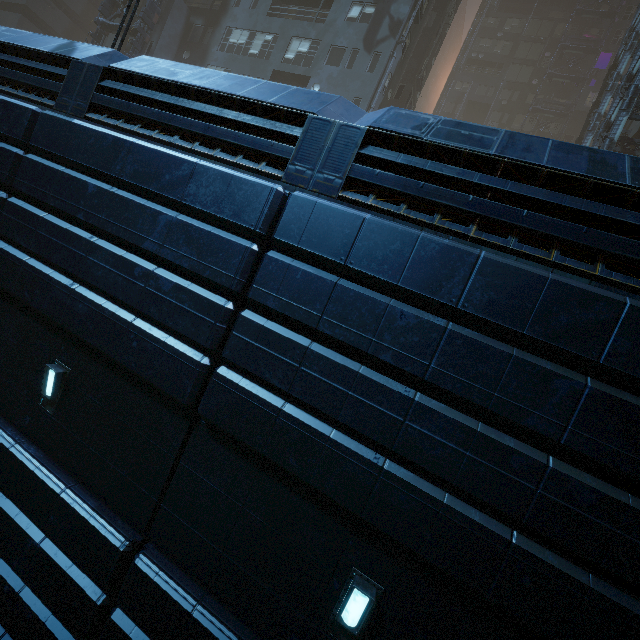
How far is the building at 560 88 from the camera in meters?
38.6 m

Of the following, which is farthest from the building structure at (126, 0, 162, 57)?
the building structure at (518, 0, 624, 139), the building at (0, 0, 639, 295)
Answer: the building structure at (518, 0, 624, 139)

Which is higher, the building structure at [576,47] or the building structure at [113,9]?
the building structure at [576,47]

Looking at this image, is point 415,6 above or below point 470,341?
above

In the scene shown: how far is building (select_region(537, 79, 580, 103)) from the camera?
38.56m

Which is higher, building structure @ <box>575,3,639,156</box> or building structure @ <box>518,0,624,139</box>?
building structure @ <box>518,0,624,139</box>

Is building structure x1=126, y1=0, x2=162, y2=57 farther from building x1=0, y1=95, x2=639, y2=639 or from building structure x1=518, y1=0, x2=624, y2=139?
building structure x1=518, y1=0, x2=624, y2=139
